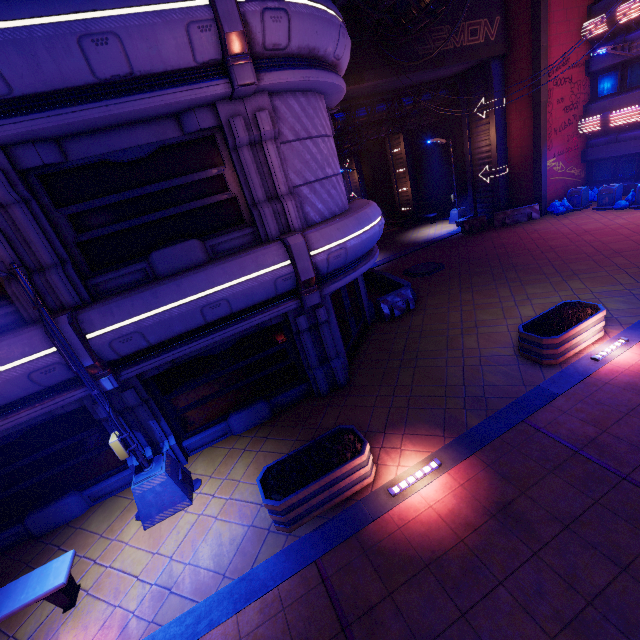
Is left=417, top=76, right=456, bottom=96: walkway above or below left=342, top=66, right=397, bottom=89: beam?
below

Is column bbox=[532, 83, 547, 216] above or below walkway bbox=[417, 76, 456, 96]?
below

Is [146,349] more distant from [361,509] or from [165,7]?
[165,7]

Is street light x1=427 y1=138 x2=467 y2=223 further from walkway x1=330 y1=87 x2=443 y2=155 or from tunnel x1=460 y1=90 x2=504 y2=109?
walkway x1=330 y1=87 x2=443 y2=155

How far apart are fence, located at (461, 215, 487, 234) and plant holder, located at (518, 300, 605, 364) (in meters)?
13.04

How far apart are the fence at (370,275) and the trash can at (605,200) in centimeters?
1282cm

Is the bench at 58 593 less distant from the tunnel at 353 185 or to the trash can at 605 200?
the trash can at 605 200

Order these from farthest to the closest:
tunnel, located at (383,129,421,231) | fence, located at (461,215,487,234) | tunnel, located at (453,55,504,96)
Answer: tunnel, located at (383,129,421,231) → fence, located at (461,215,487,234) → tunnel, located at (453,55,504,96)
